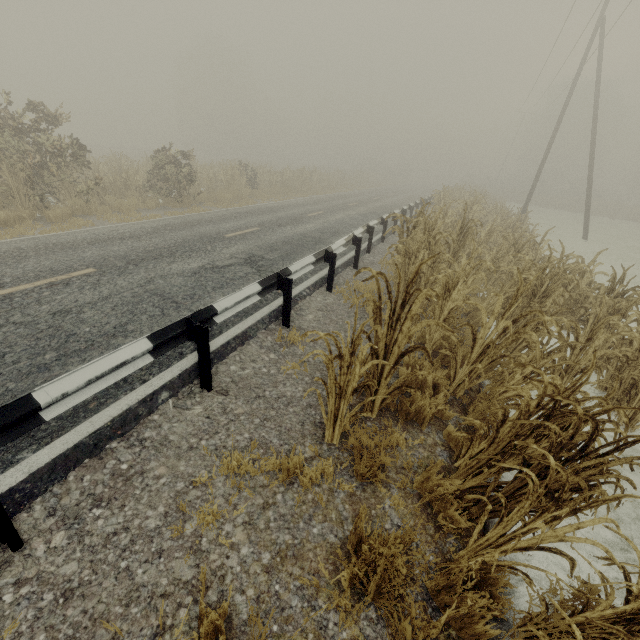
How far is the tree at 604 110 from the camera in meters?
46.7 m

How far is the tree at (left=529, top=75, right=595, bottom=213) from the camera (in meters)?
Result: 39.91

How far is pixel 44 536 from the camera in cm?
239

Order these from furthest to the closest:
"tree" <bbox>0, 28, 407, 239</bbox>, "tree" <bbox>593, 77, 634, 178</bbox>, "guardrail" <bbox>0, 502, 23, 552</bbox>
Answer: "tree" <bbox>593, 77, 634, 178</bbox> → "tree" <bbox>0, 28, 407, 239</bbox> → "guardrail" <bbox>0, 502, 23, 552</bbox>

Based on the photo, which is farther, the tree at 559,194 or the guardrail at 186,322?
the tree at 559,194

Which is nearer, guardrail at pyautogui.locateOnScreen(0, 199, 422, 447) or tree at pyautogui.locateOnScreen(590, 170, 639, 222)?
guardrail at pyautogui.locateOnScreen(0, 199, 422, 447)

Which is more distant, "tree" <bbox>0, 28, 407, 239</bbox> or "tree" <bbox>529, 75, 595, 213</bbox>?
"tree" <bbox>529, 75, 595, 213</bbox>
